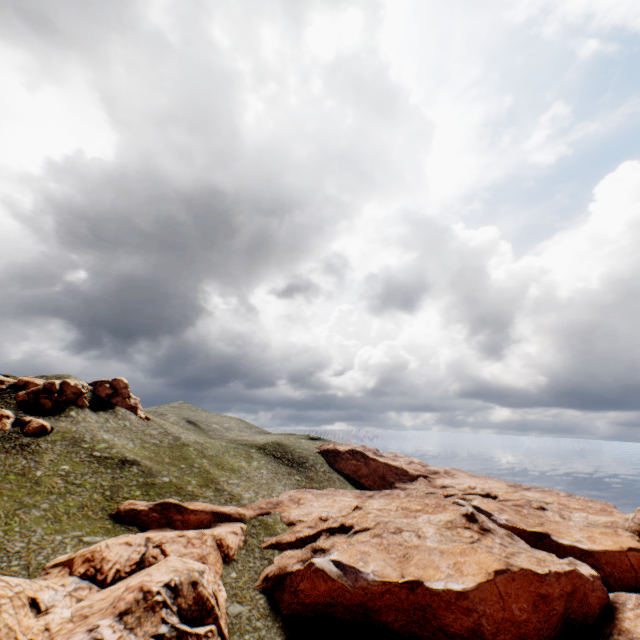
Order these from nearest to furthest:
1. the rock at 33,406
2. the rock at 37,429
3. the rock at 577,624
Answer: the rock at 577,624 → the rock at 37,429 → the rock at 33,406

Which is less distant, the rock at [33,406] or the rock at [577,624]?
the rock at [577,624]

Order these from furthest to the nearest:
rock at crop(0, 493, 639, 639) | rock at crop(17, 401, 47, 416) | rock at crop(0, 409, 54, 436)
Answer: rock at crop(17, 401, 47, 416) < rock at crop(0, 409, 54, 436) < rock at crop(0, 493, 639, 639)

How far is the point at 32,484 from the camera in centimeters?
4338cm

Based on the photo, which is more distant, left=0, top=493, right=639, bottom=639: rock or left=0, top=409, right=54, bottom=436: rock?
left=0, top=409, right=54, bottom=436: rock

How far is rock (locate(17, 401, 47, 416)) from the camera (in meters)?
59.16

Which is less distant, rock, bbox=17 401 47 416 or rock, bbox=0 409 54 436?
rock, bbox=0 409 54 436
